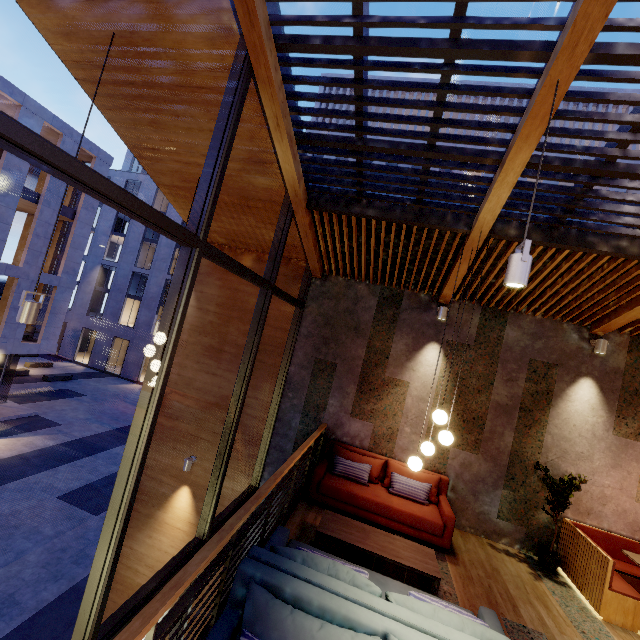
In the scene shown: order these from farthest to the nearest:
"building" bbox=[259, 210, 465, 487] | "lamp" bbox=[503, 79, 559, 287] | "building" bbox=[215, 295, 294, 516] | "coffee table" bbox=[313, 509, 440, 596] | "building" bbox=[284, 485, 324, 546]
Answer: "building" bbox=[215, 295, 294, 516]
"building" bbox=[259, 210, 465, 487]
"building" bbox=[284, 485, 324, 546]
"coffee table" bbox=[313, 509, 440, 596]
"lamp" bbox=[503, 79, 559, 287]

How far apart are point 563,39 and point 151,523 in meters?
10.0

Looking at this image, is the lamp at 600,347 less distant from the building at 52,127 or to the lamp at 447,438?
the lamp at 447,438

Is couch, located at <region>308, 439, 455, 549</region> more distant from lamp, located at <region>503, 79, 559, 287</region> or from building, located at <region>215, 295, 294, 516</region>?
lamp, located at <region>503, 79, 559, 287</region>

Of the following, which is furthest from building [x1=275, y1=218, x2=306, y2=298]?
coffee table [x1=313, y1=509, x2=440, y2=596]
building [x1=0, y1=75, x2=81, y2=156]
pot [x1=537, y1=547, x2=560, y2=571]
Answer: building [x1=0, y1=75, x2=81, y2=156]

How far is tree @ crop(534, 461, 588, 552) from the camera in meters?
5.3 m

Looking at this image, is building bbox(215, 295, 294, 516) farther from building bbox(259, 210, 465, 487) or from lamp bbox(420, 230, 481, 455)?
lamp bbox(420, 230, 481, 455)

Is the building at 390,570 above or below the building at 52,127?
below
